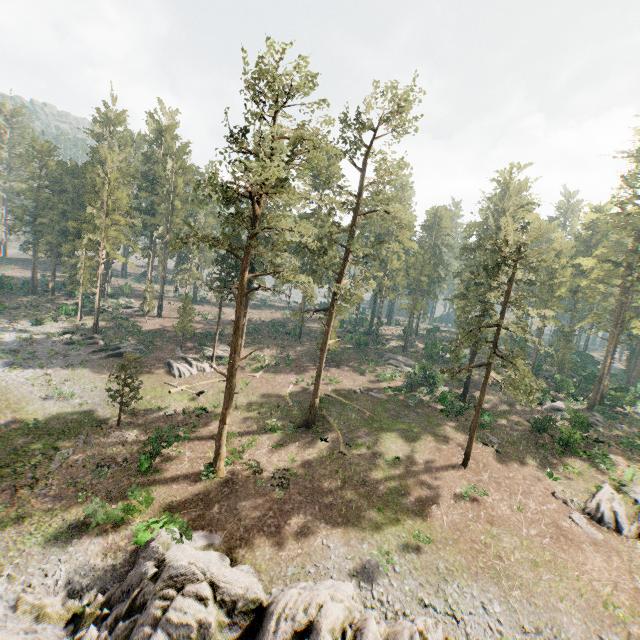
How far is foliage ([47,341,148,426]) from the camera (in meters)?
25.62

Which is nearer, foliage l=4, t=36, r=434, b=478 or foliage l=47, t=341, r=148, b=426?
foliage l=4, t=36, r=434, b=478

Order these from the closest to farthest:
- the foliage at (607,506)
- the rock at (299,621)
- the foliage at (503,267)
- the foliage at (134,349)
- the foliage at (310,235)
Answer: the rock at (299,621), the foliage at (310,235), the foliage at (607,506), the foliage at (503,267), the foliage at (134,349)

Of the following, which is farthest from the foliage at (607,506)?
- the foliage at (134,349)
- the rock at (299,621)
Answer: the rock at (299,621)

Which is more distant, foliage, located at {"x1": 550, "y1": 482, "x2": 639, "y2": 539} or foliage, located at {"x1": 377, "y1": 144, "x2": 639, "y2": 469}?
foliage, located at {"x1": 377, "y1": 144, "x2": 639, "y2": 469}

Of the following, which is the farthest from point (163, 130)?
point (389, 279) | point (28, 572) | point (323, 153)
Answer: point (28, 572)

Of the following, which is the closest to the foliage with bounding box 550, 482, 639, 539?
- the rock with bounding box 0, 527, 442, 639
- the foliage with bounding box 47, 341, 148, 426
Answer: the foliage with bounding box 47, 341, 148, 426
